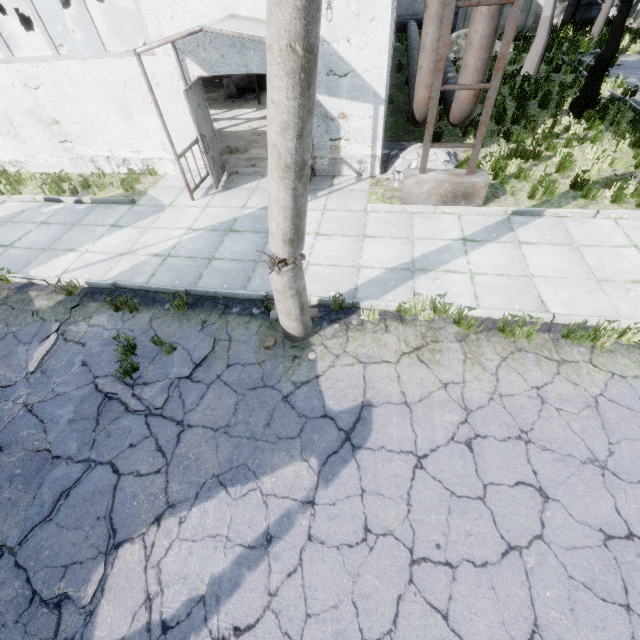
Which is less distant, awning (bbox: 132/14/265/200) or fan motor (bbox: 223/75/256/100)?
awning (bbox: 132/14/265/200)

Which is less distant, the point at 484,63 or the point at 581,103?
the point at 484,63

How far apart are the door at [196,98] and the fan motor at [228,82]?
6.71m

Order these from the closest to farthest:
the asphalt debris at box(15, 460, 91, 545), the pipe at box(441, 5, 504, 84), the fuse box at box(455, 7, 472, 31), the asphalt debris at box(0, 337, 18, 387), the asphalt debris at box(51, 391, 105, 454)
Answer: the asphalt debris at box(15, 460, 91, 545) → the asphalt debris at box(51, 391, 105, 454) → the asphalt debris at box(0, 337, 18, 387) → the pipe at box(441, 5, 504, 84) → the fuse box at box(455, 7, 472, 31)

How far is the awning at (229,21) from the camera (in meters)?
5.57

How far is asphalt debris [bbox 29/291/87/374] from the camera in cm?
502

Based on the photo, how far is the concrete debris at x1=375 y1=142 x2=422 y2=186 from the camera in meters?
8.1

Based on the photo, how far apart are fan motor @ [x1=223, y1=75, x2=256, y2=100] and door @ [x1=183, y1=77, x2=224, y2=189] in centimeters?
671cm
